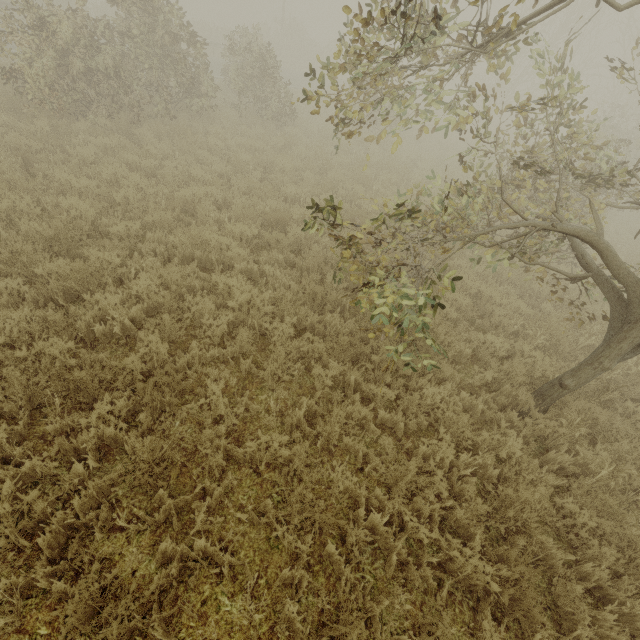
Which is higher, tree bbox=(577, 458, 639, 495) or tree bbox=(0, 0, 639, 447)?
tree bbox=(0, 0, 639, 447)

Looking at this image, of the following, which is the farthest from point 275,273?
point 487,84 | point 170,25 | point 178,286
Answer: point 487,84

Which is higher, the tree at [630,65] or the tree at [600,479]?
the tree at [630,65]
